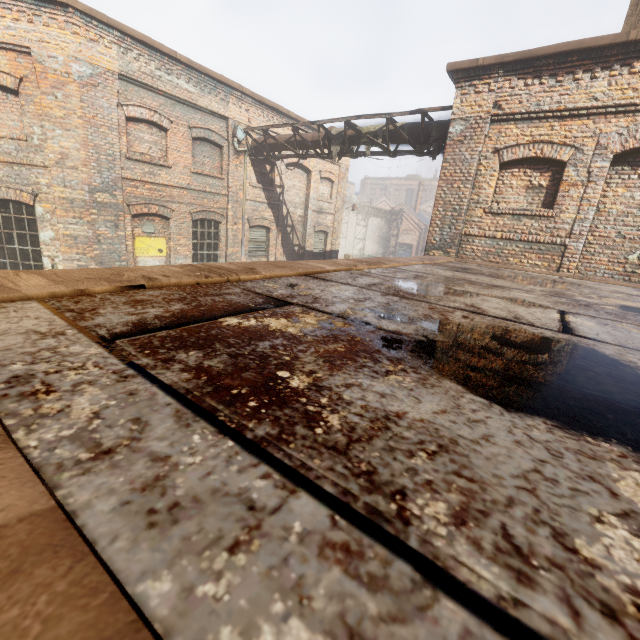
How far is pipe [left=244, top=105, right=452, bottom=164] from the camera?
8.6m

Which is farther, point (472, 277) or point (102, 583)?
point (472, 277)

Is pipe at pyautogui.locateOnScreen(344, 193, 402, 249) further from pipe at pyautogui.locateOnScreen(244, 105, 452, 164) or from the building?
the building

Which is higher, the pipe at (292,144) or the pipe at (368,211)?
the pipe at (292,144)

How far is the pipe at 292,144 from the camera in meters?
8.6 m

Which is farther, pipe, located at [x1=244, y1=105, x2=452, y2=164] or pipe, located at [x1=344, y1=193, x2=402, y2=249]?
pipe, located at [x1=344, y1=193, x2=402, y2=249]

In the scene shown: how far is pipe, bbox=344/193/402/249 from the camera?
29.5 meters
